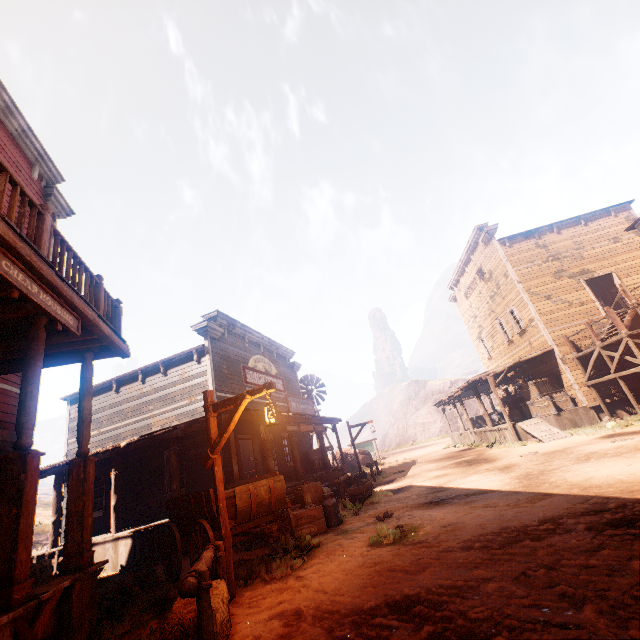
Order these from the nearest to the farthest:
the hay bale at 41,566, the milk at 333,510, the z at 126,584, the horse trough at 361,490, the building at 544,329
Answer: the z at 126,584, the hay bale at 41,566, the milk at 333,510, the horse trough at 361,490, the building at 544,329

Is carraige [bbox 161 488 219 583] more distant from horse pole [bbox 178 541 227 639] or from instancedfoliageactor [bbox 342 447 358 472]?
instancedfoliageactor [bbox 342 447 358 472]

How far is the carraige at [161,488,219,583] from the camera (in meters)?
6.21

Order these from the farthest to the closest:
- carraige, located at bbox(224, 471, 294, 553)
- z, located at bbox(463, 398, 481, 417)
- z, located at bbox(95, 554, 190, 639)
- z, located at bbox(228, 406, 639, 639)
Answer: z, located at bbox(463, 398, 481, 417), carraige, located at bbox(224, 471, 294, 553), z, located at bbox(95, 554, 190, 639), z, located at bbox(228, 406, 639, 639)

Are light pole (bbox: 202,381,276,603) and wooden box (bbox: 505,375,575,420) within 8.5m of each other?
no

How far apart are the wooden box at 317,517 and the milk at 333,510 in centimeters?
8cm

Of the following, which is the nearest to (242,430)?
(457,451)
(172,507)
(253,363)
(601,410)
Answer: (253,363)

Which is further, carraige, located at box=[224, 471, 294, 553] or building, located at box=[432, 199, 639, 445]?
building, located at box=[432, 199, 639, 445]
